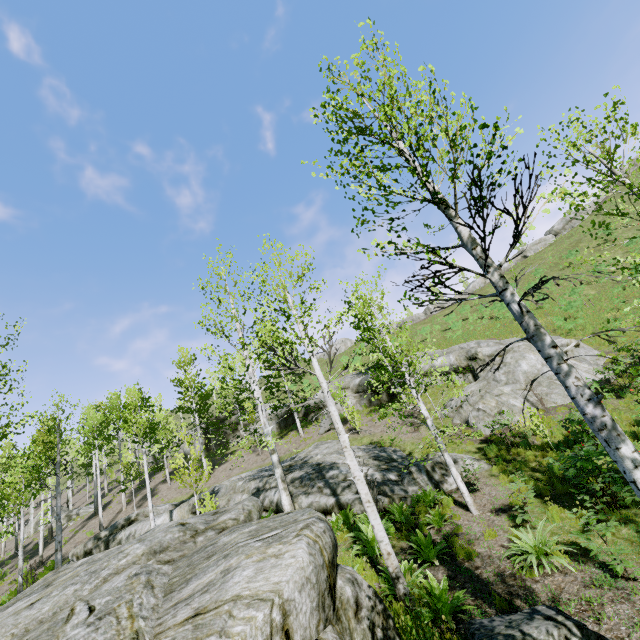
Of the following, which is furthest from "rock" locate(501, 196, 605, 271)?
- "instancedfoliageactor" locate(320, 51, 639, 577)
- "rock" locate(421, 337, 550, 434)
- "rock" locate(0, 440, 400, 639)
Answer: "rock" locate(0, 440, 400, 639)

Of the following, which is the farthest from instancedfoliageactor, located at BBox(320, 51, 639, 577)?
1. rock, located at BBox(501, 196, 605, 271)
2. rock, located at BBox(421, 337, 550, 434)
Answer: rock, located at BBox(501, 196, 605, 271)

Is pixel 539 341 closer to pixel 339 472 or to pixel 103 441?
pixel 339 472

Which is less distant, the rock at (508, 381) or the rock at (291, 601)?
the rock at (291, 601)

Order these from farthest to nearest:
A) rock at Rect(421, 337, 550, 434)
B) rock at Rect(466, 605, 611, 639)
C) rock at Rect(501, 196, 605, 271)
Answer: rock at Rect(501, 196, 605, 271), rock at Rect(421, 337, 550, 434), rock at Rect(466, 605, 611, 639)

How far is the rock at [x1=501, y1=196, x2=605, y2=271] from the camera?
44.28m

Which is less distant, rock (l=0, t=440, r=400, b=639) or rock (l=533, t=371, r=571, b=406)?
rock (l=0, t=440, r=400, b=639)

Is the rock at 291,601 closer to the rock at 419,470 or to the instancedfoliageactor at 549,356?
the instancedfoliageactor at 549,356
